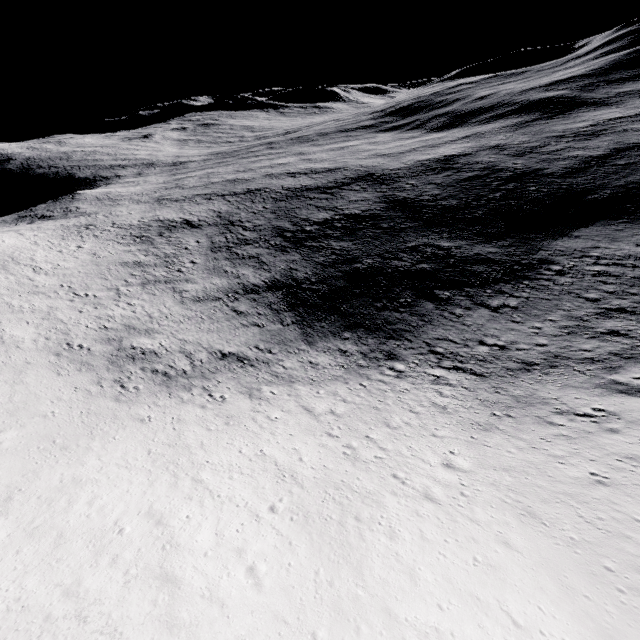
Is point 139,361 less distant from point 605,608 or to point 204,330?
point 204,330
